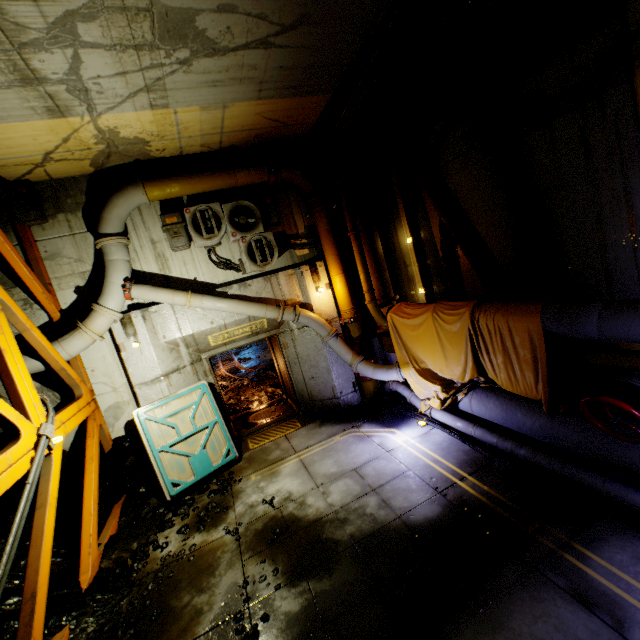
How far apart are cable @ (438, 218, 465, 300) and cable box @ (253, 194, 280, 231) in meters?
3.6 m

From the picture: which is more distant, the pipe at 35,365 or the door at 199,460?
the door at 199,460

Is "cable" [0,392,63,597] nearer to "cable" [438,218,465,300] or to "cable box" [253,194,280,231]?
"cable box" [253,194,280,231]

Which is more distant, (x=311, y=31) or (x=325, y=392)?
(x=325, y=392)

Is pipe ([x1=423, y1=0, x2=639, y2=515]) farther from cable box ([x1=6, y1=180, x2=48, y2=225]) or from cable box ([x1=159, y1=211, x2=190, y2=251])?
cable box ([x1=6, y1=180, x2=48, y2=225])

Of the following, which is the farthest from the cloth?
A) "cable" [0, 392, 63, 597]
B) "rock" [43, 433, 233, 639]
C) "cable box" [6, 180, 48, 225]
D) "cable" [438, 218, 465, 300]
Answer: "cable box" [6, 180, 48, 225]

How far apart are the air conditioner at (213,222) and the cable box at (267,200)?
0.1 meters

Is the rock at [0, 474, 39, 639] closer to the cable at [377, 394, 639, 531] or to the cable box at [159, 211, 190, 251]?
the cable box at [159, 211, 190, 251]
